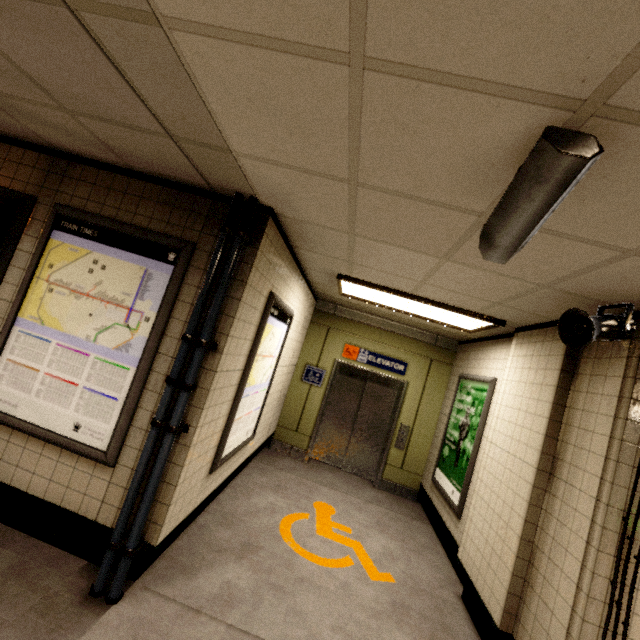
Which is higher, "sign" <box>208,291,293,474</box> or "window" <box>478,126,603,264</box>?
"window" <box>478,126,603,264</box>

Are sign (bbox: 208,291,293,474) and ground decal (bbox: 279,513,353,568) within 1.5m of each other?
yes

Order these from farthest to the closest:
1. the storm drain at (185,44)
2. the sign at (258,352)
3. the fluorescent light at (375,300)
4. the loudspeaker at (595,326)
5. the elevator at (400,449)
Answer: the elevator at (400,449), the fluorescent light at (375,300), the sign at (258,352), the loudspeaker at (595,326), the storm drain at (185,44)

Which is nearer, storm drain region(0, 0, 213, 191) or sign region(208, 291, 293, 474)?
storm drain region(0, 0, 213, 191)

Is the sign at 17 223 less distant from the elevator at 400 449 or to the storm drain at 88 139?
the storm drain at 88 139

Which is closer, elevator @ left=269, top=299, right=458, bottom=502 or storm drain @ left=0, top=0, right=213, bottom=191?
storm drain @ left=0, top=0, right=213, bottom=191

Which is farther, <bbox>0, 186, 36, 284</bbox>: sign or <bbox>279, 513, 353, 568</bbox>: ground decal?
<bbox>279, 513, 353, 568</bbox>: ground decal

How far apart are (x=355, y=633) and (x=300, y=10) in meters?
3.8
